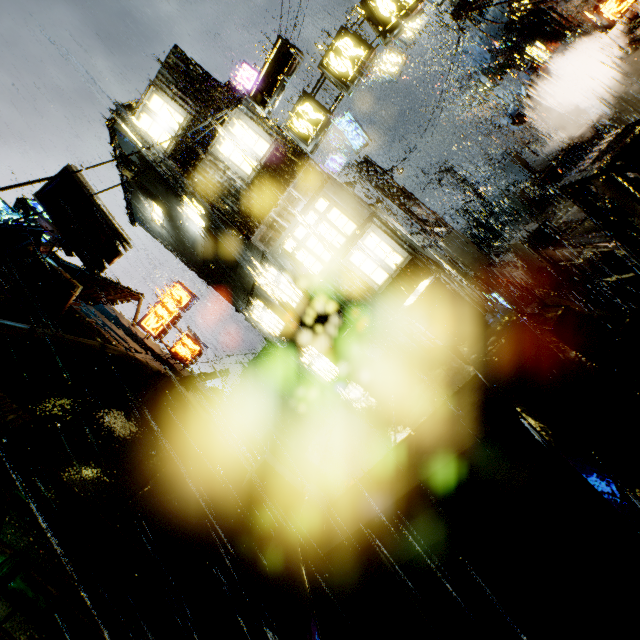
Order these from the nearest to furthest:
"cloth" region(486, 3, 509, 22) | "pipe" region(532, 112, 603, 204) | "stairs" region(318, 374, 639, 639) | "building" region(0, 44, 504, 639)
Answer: "stairs" region(318, 374, 639, 639), "building" region(0, 44, 504, 639), "cloth" region(486, 3, 509, 22), "pipe" region(532, 112, 603, 204)

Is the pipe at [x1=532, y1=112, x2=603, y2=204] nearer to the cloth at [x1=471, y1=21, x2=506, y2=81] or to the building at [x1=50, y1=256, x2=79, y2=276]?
the building at [x1=50, y1=256, x2=79, y2=276]

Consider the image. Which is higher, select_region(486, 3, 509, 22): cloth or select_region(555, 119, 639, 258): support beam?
select_region(486, 3, 509, 22): cloth

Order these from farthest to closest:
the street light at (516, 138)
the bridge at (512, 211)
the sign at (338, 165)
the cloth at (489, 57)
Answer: the street light at (516, 138)
the sign at (338, 165)
the bridge at (512, 211)
the cloth at (489, 57)

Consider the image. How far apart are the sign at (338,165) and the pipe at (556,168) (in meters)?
9.67

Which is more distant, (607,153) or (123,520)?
(123,520)

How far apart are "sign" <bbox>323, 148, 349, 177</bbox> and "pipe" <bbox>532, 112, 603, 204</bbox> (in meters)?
9.67

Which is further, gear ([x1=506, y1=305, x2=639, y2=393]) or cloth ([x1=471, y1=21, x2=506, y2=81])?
cloth ([x1=471, y1=21, x2=506, y2=81])
